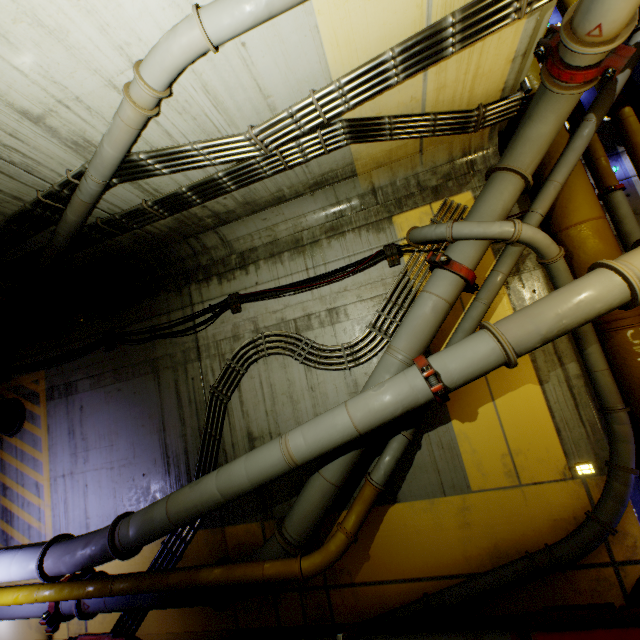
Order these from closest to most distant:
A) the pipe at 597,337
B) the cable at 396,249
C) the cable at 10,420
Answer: the pipe at 597,337, the cable at 396,249, the cable at 10,420

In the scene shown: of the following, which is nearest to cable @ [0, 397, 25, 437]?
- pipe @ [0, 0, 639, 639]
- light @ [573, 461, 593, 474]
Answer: pipe @ [0, 0, 639, 639]

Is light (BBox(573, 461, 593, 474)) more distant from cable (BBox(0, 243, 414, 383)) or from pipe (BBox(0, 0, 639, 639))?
cable (BBox(0, 243, 414, 383))

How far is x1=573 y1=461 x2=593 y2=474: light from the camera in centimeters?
427cm

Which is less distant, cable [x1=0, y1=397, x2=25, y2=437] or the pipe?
the pipe

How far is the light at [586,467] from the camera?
4.3m

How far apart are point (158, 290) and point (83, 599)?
5.4m
